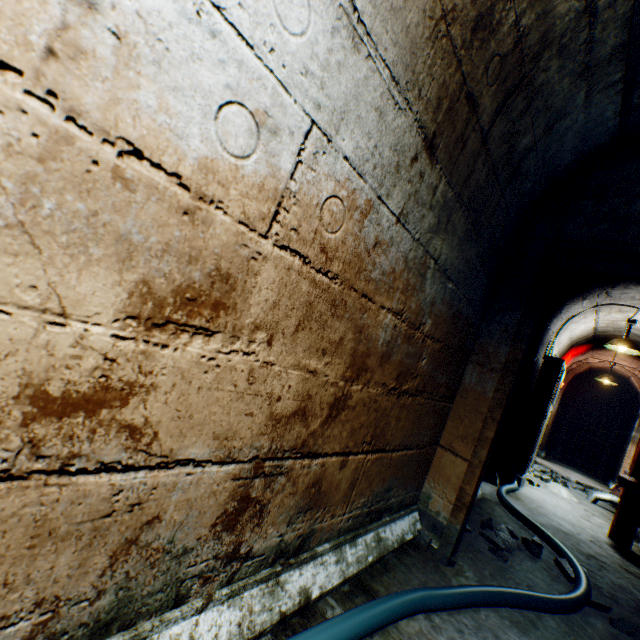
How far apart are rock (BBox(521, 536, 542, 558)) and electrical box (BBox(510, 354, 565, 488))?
2.10m

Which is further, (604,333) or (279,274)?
(604,333)

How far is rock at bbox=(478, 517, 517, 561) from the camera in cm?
237

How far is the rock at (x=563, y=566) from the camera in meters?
2.4 m

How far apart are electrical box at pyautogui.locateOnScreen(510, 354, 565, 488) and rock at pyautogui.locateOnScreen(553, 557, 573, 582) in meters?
2.1 m

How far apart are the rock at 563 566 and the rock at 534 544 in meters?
0.1

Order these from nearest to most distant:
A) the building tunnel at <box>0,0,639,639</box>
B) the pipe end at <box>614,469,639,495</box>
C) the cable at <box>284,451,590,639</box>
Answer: the building tunnel at <box>0,0,639,639</box> < the cable at <box>284,451,590,639</box> < the pipe end at <box>614,469,639,495</box>
